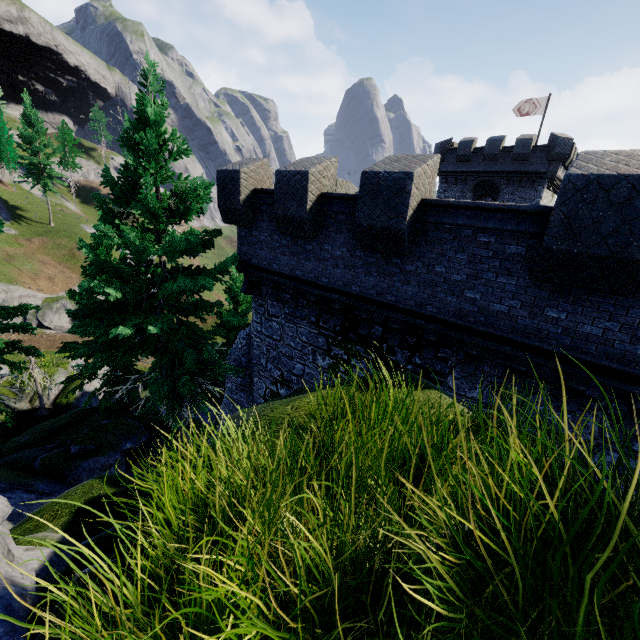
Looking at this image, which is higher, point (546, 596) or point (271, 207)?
point (271, 207)

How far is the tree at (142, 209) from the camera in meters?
8.9

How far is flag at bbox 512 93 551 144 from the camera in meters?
29.1 m

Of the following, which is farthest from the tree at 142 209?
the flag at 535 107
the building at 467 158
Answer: the flag at 535 107

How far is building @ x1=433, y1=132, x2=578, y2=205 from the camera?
28.0m

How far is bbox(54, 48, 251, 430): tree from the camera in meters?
8.9

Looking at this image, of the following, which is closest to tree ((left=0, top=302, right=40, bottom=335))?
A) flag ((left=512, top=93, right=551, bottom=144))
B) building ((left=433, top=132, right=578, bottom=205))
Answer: building ((left=433, top=132, right=578, bottom=205))

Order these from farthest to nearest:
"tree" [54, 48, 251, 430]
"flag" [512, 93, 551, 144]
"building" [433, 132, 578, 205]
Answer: "flag" [512, 93, 551, 144]
"building" [433, 132, 578, 205]
"tree" [54, 48, 251, 430]
